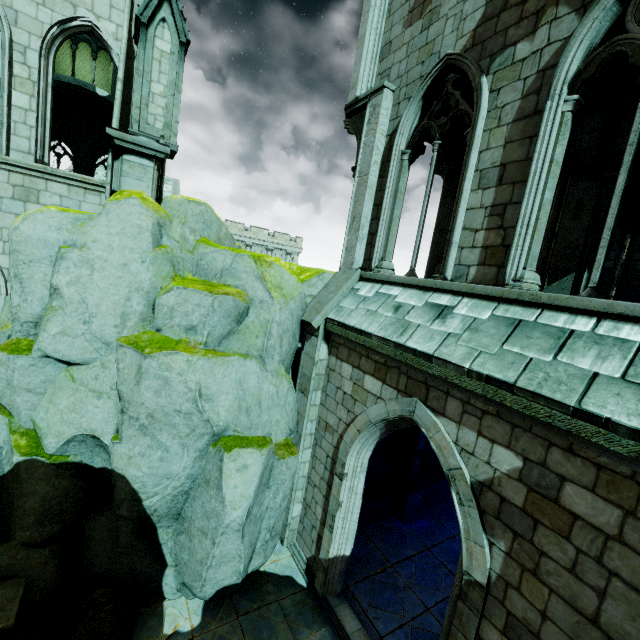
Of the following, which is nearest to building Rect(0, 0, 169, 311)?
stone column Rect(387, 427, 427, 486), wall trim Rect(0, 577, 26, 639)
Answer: stone column Rect(387, 427, 427, 486)

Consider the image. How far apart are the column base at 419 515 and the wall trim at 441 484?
0.01m

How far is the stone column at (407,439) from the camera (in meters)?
10.17

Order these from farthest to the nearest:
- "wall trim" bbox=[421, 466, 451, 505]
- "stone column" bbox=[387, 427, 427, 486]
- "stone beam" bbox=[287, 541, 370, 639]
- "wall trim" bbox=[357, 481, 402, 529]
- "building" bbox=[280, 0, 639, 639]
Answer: "wall trim" bbox=[421, 466, 451, 505] → "stone column" bbox=[387, 427, 427, 486] → "wall trim" bbox=[357, 481, 402, 529] → "stone beam" bbox=[287, 541, 370, 639] → "building" bbox=[280, 0, 639, 639]

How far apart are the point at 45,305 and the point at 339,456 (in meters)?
6.87

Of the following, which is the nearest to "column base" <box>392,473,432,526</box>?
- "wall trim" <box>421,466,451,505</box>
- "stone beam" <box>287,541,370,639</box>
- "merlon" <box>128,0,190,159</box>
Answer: "wall trim" <box>421,466,451,505</box>

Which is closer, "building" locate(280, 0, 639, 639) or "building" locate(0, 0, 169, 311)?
"building" locate(280, 0, 639, 639)

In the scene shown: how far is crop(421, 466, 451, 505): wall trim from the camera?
11.2m
